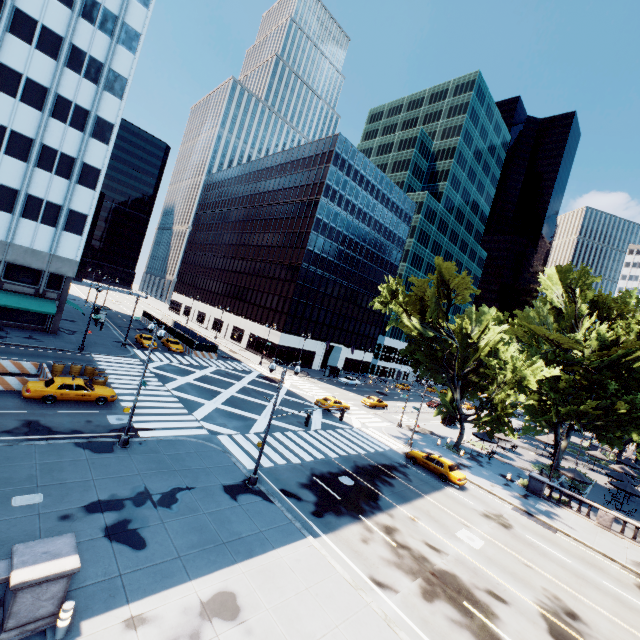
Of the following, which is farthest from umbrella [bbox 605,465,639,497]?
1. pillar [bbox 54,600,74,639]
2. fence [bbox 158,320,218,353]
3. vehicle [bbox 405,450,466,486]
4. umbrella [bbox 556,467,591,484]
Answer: fence [bbox 158,320,218,353]

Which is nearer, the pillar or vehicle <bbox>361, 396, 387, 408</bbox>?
the pillar

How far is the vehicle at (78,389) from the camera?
20.72m

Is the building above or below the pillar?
above

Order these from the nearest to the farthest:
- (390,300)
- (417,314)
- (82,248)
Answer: (390,300) → (82,248) → (417,314)

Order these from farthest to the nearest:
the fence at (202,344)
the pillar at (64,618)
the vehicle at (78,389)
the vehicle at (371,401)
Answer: the fence at (202,344) < the vehicle at (371,401) < the vehicle at (78,389) < the pillar at (64,618)

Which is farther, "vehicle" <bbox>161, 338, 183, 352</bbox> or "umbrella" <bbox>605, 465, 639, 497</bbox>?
"vehicle" <bbox>161, 338, 183, 352</bbox>

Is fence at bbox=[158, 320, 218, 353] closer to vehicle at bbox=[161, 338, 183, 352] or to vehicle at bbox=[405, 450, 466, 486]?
vehicle at bbox=[161, 338, 183, 352]
